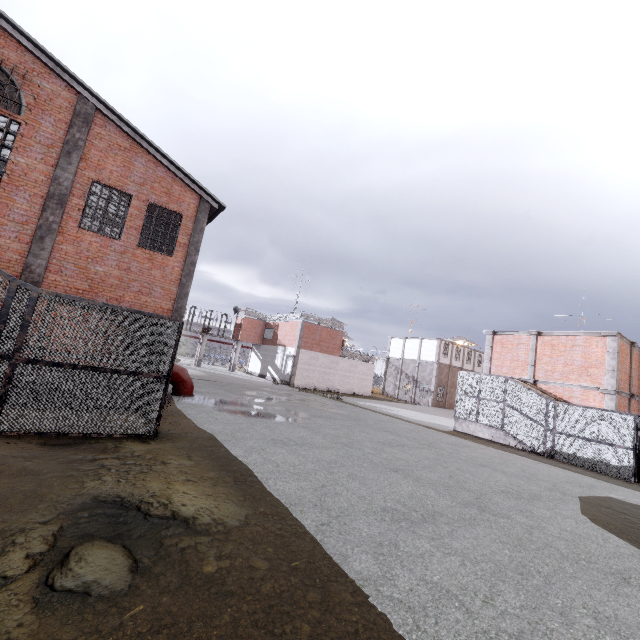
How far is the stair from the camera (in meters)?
17.82

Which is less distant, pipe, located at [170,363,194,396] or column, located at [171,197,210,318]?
column, located at [171,197,210,318]

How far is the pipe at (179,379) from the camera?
14.95m

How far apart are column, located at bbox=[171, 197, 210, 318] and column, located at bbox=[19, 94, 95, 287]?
4.27m

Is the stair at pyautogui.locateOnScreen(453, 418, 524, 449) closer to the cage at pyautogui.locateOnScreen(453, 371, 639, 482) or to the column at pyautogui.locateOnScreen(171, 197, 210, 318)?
the cage at pyautogui.locateOnScreen(453, 371, 639, 482)

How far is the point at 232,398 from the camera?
17.30m

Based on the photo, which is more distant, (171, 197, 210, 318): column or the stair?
the stair

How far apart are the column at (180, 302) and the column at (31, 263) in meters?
4.3 m
